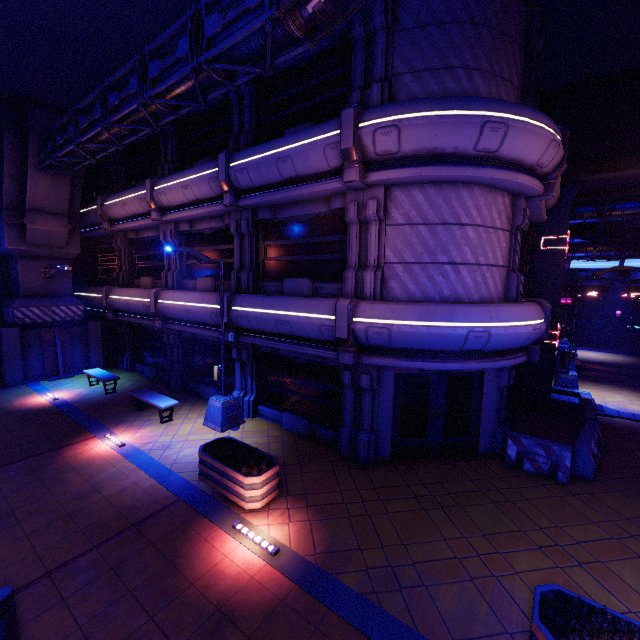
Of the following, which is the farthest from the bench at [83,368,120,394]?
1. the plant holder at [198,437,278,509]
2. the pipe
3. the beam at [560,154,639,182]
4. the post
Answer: the beam at [560,154,639,182]

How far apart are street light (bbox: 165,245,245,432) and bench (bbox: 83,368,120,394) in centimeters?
557cm

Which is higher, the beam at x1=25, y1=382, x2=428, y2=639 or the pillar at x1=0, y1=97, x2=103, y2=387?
the pillar at x1=0, y1=97, x2=103, y2=387

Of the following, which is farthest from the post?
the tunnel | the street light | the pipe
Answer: the tunnel

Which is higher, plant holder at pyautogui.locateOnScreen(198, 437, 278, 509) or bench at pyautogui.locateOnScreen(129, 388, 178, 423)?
bench at pyautogui.locateOnScreen(129, 388, 178, 423)

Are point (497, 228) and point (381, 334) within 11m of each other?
yes

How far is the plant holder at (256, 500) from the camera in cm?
714

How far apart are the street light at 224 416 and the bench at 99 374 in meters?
5.6 m
